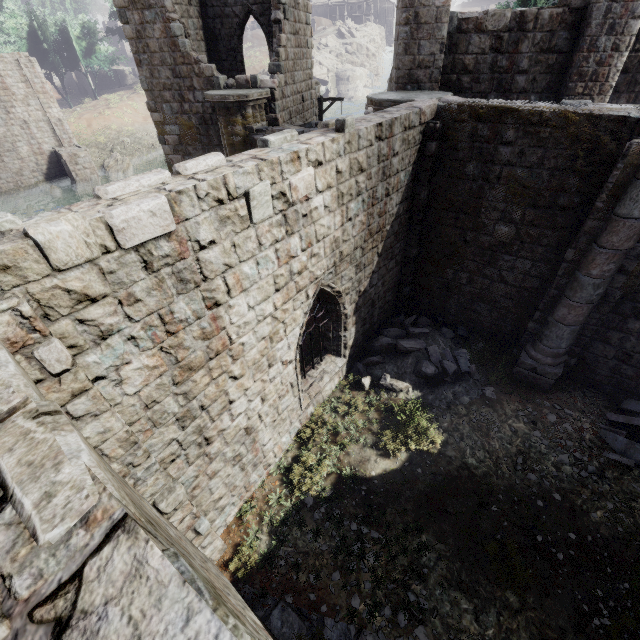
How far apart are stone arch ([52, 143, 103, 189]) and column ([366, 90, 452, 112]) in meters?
31.7

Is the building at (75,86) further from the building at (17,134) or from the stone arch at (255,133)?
the stone arch at (255,133)

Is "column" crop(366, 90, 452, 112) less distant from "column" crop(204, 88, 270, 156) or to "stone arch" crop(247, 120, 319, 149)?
"stone arch" crop(247, 120, 319, 149)

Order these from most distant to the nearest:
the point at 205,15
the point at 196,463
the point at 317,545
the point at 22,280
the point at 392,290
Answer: the point at 205,15
the point at 392,290
the point at 317,545
the point at 196,463
the point at 22,280

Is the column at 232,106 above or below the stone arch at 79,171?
above

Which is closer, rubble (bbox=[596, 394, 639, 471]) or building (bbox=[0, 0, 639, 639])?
building (bbox=[0, 0, 639, 639])

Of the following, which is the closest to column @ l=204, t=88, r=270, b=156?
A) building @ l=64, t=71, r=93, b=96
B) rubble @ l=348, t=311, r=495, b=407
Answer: rubble @ l=348, t=311, r=495, b=407

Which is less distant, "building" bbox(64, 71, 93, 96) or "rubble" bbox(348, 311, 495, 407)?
"rubble" bbox(348, 311, 495, 407)
